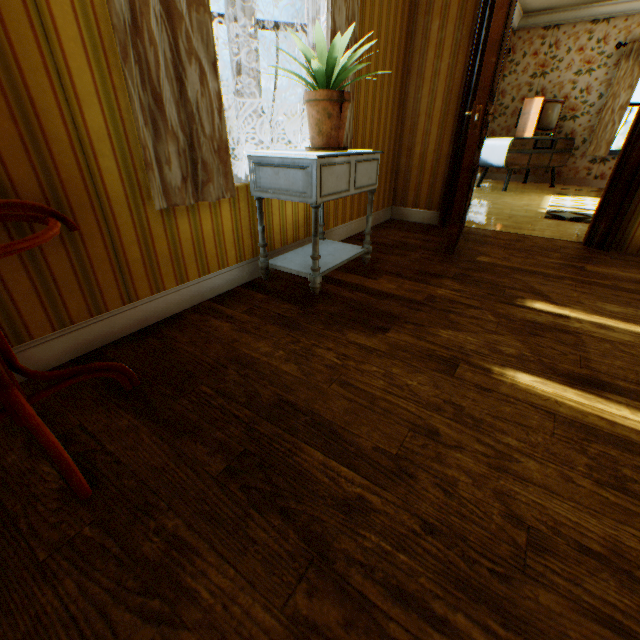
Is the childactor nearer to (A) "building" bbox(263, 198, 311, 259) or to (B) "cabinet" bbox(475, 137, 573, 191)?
(A) "building" bbox(263, 198, 311, 259)

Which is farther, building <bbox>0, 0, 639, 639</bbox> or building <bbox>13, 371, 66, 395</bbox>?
building <bbox>13, 371, 66, 395</bbox>

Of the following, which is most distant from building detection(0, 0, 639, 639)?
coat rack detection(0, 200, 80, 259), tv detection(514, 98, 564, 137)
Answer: tv detection(514, 98, 564, 137)

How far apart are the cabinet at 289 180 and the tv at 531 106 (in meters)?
6.01

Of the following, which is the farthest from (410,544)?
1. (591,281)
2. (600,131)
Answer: (600,131)

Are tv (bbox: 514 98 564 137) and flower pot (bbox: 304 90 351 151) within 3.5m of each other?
no

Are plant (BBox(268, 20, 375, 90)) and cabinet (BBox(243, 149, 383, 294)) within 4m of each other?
yes

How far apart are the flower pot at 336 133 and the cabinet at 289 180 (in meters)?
0.01
